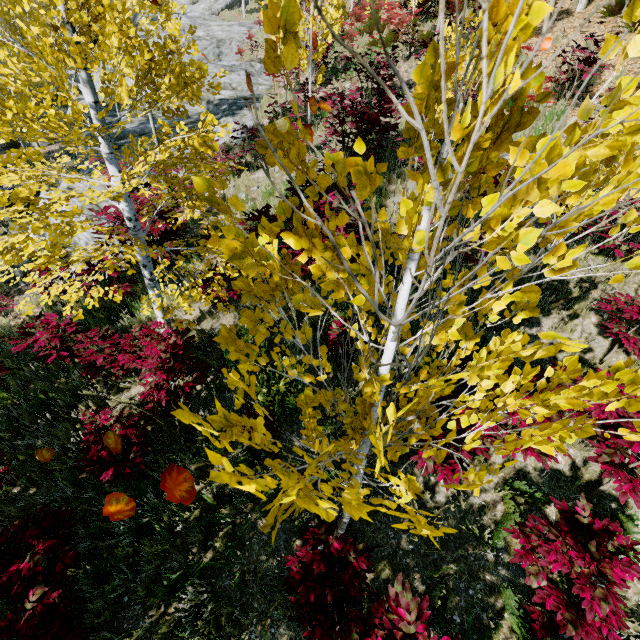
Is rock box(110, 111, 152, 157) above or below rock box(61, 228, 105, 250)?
above

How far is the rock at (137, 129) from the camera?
11.3m

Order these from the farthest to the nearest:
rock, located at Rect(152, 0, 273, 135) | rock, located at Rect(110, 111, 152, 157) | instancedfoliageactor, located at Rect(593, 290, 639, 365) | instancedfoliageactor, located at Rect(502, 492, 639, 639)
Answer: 1. rock, located at Rect(152, 0, 273, 135)
2. rock, located at Rect(110, 111, 152, 157)
3. instancedfoliageactor, located at Rect(593, 290, 639, 365)
4. instancedfoliageactor, located at Rect(502, 492, 639, 639)

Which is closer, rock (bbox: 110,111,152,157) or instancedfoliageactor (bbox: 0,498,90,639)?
instancedfoliageactor (bbox: 0,498,90,639)

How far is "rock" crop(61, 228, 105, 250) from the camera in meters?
8.1

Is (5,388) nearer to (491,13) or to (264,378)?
(264,378)
